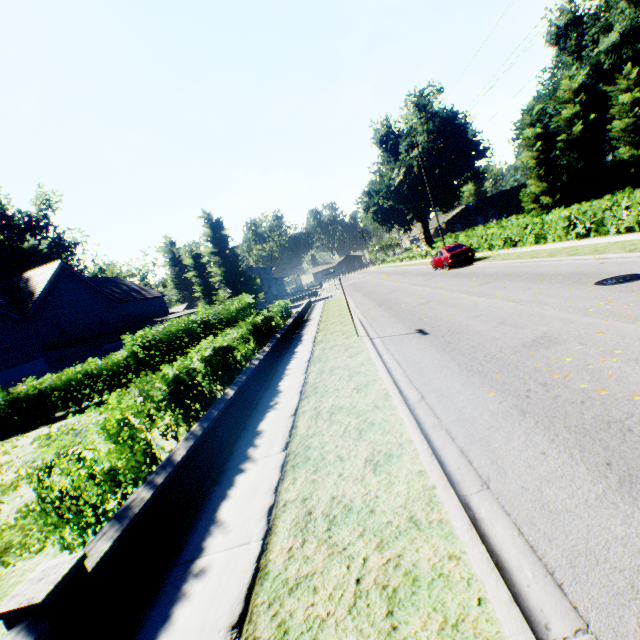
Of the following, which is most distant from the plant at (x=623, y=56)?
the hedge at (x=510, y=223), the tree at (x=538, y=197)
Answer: the hedge at (x=510, y=223)

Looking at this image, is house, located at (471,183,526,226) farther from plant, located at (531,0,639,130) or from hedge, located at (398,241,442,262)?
hedge, located at (398,241,442,262)

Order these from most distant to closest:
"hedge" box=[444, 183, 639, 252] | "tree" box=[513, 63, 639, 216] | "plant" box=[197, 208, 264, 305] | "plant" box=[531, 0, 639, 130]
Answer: "plant" box=[197, 208, 264, 305] → "plant" box=[531, 0, 639, 130] → "tree" box=[513, 63, 639, 216] → "hedge" box=[444, 183, 639, 252]

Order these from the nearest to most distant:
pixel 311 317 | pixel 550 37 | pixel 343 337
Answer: pixel 343 337 < pixel 311 317 < pixel 550 37

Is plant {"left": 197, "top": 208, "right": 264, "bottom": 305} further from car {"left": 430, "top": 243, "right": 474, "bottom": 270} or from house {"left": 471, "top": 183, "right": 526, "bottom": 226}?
car {"left": 430, "top": 243, "right": 474, "bottom": 270}

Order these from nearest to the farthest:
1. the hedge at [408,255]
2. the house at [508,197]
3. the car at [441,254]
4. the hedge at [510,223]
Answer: the hedge at [510,223] → the car at [441,254] → the hedge at [408,255] → the house at [508,197]

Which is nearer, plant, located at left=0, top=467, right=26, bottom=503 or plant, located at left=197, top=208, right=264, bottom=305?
plant, located at left=0, top=467, right=26, bottom=503

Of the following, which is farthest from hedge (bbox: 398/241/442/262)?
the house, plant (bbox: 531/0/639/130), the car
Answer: the house
